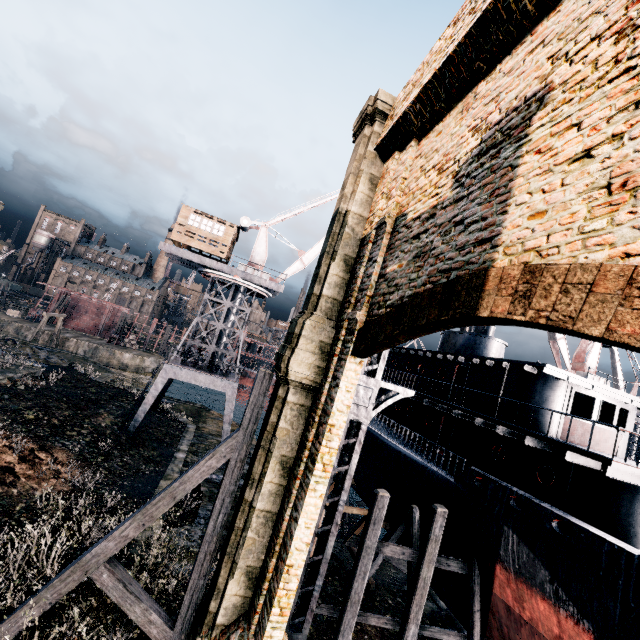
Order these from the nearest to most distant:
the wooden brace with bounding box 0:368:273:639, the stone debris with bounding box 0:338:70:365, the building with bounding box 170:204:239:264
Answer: the wooden brace with bounding box 0:368:273:639 < the building with bounding box 170:204:239:264 < the stone debris with bounding box 0:338:70:365

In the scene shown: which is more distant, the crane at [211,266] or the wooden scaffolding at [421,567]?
the crane at [211,266]

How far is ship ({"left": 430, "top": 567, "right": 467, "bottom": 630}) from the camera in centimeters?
1477cm

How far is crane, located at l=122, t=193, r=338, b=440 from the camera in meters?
25.5 m

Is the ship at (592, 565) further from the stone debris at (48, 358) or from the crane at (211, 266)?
the stone debris at (48, 358)

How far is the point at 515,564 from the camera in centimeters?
1189cm

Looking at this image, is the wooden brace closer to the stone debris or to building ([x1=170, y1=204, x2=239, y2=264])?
building ([x1=170, y1=204, x2=239, y2=264])

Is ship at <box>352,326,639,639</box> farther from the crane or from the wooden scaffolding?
the crane
